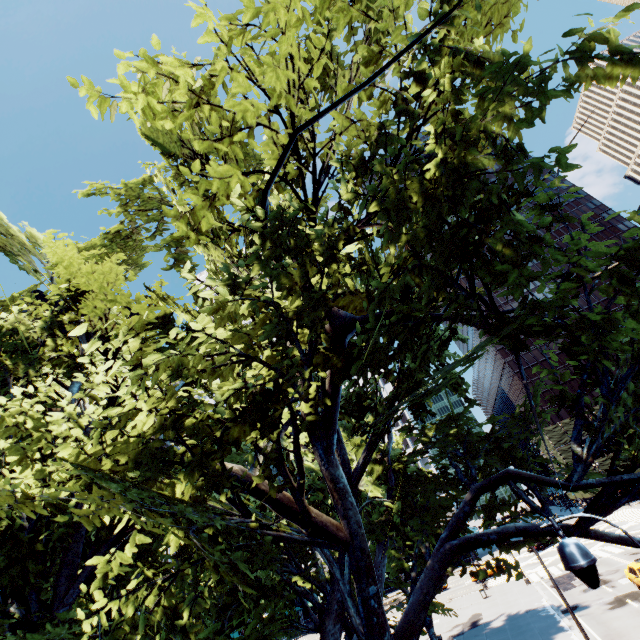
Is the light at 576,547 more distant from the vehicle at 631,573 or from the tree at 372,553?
the vehicle at 631,573

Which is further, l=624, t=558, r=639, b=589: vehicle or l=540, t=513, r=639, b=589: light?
l=624, t=558, r=639, b=589: vehicle

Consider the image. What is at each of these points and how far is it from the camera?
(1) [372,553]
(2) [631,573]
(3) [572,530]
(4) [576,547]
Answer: (1) tree, 13.62m
(2) vehicle, 23.22m
(3) tree, 7.17m
(4) light, 4.55m

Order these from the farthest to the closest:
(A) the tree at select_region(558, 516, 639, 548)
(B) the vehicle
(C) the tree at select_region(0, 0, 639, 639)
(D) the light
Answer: (B) the vehicle < (A) the tree at select_region(558, 516, 639, 548) < (C) the tree at select_region(0, 0, 639, 639) < (D) the light

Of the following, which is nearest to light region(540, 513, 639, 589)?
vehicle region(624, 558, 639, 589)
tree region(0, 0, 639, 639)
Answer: tree region(0, 0, 639, 639)

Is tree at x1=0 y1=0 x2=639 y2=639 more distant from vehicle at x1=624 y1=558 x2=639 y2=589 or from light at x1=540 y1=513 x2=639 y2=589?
vehicle at x1=624 y1=558 x2=639 y2=589

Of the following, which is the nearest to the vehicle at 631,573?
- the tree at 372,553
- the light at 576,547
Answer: the light at 576,547
